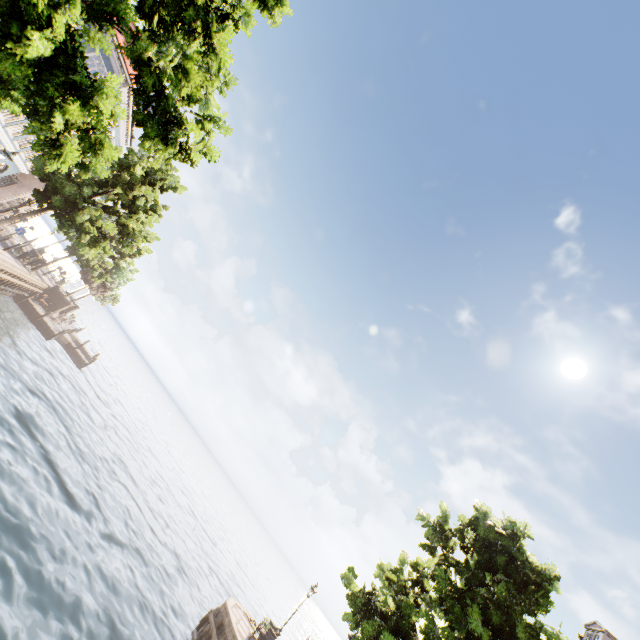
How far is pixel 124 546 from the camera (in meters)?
16.48

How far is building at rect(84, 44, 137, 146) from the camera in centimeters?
2395cm

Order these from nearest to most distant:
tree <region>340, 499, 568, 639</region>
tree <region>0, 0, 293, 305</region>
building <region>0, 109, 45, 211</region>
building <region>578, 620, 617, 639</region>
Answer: tree <region>0, 0, 293, 305</region> < tree <region>340, 499, 568, 639</region> < building <region>578, 620, 617, 639</region> < building <region>0, 109, 45, 211</region>

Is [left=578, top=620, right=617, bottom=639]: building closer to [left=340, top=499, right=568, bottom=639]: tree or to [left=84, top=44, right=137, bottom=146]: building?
[left=340, top=499, right=568, bottom=639]: tree

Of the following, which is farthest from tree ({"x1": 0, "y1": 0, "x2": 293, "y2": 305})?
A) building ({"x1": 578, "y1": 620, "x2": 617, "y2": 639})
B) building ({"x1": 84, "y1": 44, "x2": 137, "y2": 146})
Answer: building ({"x1": 84, "y1": 44, "x2": 137, "y2": 146})

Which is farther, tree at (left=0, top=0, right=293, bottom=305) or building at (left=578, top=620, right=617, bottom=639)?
building at (left=578, top=620, right=617, bottom=639)

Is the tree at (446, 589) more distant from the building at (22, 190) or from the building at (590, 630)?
the building at (22, 190)

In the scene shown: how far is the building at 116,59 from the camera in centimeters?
2395cm
